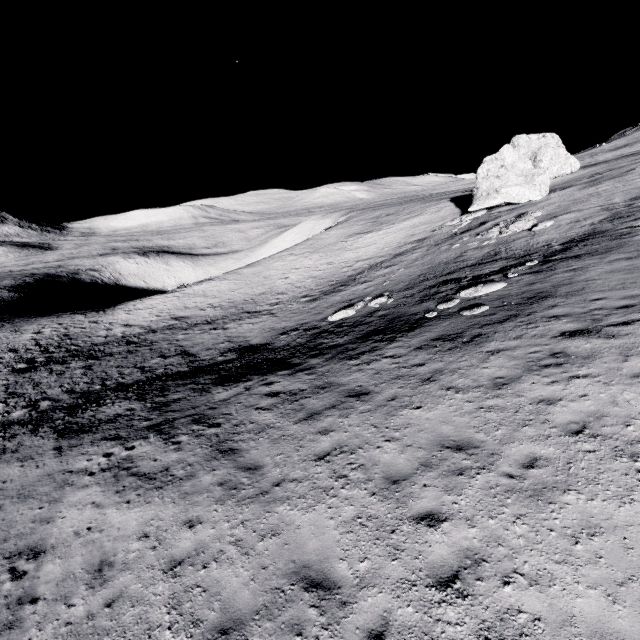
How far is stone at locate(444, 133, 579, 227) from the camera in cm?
3147

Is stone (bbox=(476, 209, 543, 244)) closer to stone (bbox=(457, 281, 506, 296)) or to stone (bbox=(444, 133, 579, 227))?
stone (bbox=(444, 133, 579, 227))

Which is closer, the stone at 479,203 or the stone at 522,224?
the stone at 522,224

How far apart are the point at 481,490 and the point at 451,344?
6.2 meters

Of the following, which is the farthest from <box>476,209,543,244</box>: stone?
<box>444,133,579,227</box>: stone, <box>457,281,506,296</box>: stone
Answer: <box>457,281,506,296</box>: stone

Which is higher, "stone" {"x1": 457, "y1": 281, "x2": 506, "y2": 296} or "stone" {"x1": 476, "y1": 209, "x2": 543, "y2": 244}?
"stone" {"x1": 476, "y1": 209, "x2": 543, "y2": 244}

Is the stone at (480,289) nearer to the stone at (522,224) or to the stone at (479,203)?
the stone at (522,224)

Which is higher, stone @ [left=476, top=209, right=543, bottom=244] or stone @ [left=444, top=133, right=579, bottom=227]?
stone @ [left=444, top=133, right=579, bottom=227]
